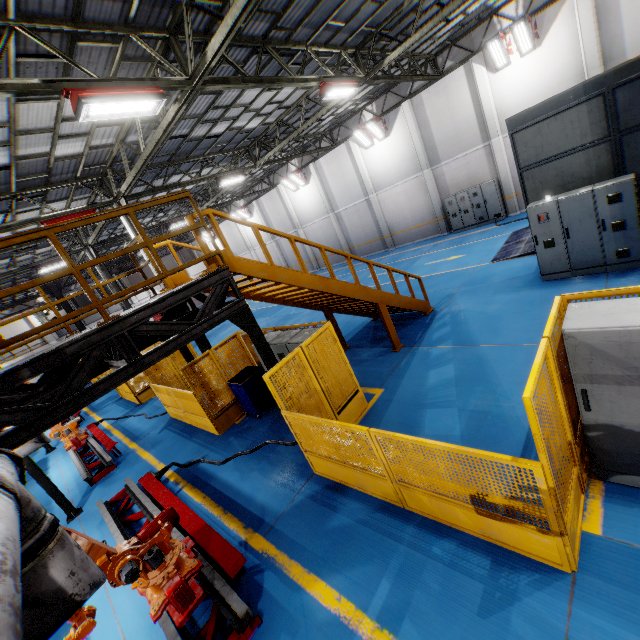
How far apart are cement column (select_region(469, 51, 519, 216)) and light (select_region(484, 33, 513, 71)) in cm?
24

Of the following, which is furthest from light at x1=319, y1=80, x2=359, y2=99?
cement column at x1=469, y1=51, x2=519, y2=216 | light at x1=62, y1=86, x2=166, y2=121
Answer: cement column at x1=469, y1=51, x2=519, y2=216

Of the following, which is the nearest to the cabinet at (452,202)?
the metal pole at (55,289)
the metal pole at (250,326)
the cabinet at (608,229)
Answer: the cabinet at (608,229)

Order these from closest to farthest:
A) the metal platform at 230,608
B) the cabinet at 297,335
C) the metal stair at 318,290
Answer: the metal platform at 230,608
the metal stair at 318,290
the cabinet at 297,335

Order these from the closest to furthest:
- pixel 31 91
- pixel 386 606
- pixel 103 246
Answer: pixel 386 606 < pixel 31 91 < pixel 103 246

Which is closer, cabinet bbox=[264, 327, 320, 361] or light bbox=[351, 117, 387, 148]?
cabinet bbox=[264, 327, 320, 361]

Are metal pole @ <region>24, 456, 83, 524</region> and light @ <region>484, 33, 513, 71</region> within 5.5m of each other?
no

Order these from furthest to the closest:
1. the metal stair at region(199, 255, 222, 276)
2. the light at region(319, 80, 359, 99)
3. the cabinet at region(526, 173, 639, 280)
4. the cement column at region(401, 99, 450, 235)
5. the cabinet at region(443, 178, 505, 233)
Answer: the cement column at region(401, 99, 450, 235)
the cabinet at region(443, 178, 505, 233)
the light at region(319, 80, 359, 99)
the cabinet at region(526, 173, 639, 280)
the metal stair at region(199, 255, 222, 276)
